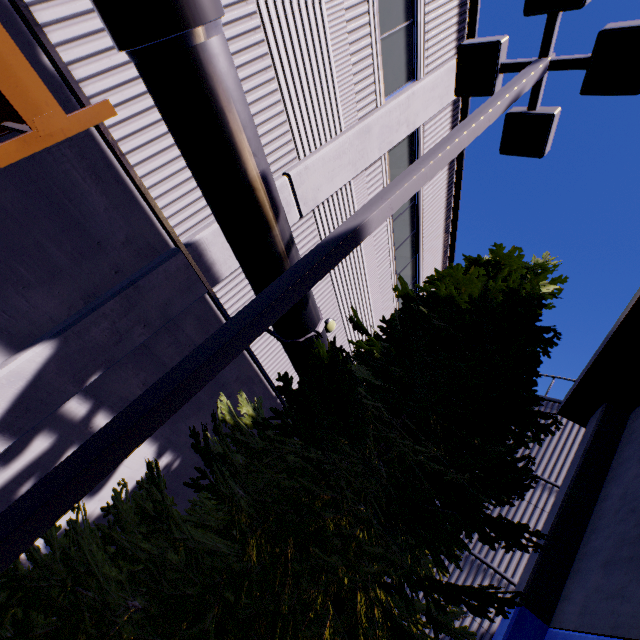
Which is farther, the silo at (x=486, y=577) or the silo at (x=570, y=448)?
the silo at (x=570, y=448)

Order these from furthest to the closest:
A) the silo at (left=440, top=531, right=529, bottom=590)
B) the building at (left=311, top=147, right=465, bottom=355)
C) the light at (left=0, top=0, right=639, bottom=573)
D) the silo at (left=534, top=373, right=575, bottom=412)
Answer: the silo at (left=534, top=373, right=575, bottom=412)
the building at (left=311, top=147, right=465, bottom=355)
the silo at (left=440, top=531, right=529, bottom=590)
the light at (left=0, top=0, right=639, bottom=573)

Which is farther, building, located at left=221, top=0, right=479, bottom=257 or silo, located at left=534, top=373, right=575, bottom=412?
silo, located at left=534, top=373, right=575, bottom=412

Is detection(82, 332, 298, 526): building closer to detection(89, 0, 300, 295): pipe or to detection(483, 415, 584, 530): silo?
detection(89, 0, 300, 295): pipe

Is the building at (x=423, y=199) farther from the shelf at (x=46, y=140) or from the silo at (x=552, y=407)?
the silo at (x=552, y=407)

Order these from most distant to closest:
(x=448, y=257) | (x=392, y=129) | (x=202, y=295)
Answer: (x=448, y=257) < (x=392, y=129) < (x=202, y=295)

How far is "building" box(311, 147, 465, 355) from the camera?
9.38m

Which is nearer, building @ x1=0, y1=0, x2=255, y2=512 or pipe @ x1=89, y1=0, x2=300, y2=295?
pipe @ x1=89, y1=0, x2=300, y2=295
